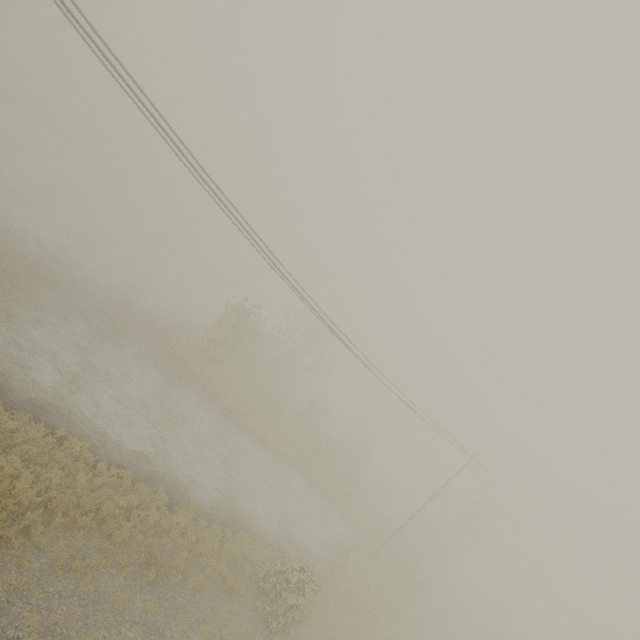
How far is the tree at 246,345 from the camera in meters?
26.7

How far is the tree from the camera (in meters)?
26.67

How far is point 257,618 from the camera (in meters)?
13.66
